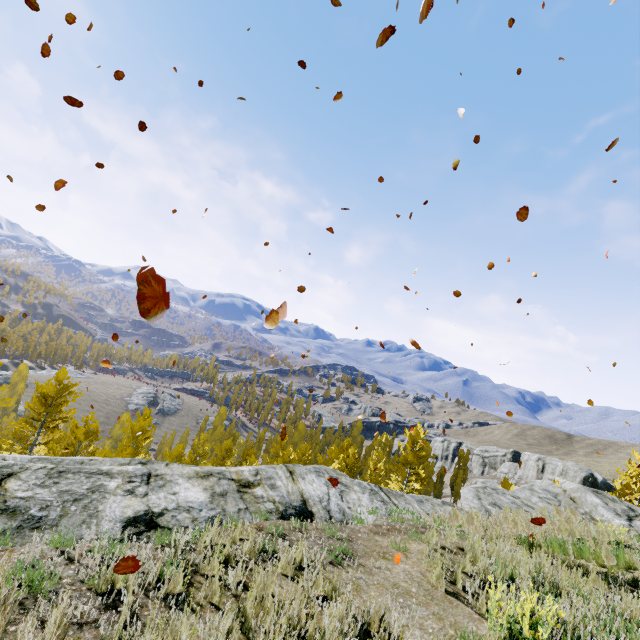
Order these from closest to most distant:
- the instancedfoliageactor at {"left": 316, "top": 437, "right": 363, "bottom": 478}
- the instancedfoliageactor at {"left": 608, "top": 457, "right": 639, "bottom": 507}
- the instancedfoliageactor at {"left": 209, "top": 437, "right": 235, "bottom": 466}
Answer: the instancedfoliageactor at {"left": 316, "top": 437, "right": 363, "bottom": 478}, the instancedfoliageactor at {"left": 608, "top": 457, "right": 639, "bottom": 507}, the instancedfoliageactor at {"left": 209, "top": 437, "right": 235, "bottom": 466}

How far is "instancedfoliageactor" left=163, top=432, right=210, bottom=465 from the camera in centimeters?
3048cm

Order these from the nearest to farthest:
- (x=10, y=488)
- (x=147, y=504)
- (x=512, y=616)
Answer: (x=512, y=616) < (x=10, y=488) < (x=147, y=504)

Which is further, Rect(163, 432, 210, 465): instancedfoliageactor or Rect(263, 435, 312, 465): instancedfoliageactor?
Rect(263, 435, 312, 465): instancedfoliageactor

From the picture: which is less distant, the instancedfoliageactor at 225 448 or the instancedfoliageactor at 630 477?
the instancedfoliageactor at 630 477

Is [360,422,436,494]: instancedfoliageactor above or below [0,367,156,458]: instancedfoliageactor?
above

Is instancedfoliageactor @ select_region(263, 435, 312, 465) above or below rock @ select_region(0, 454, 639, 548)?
below
